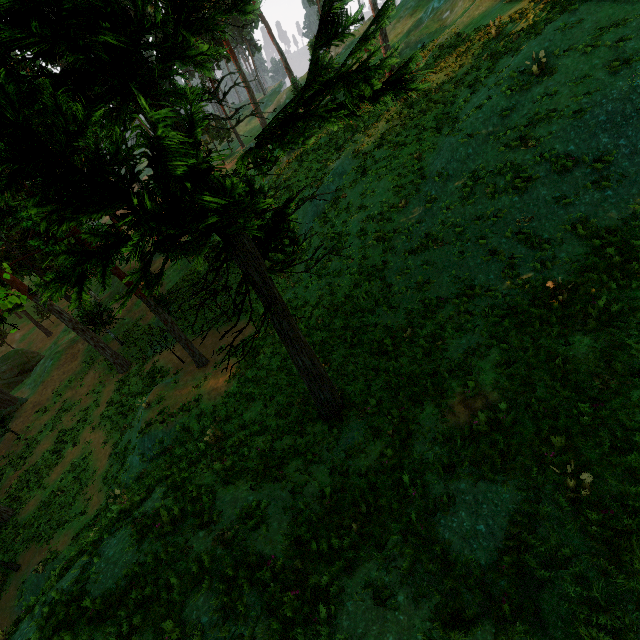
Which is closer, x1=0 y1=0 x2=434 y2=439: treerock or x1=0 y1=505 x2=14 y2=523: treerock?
x1=0 y1=0 x2=434 y2=439: treerock

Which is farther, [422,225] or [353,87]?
[422,225]

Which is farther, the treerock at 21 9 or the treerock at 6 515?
the treerock at 6 515

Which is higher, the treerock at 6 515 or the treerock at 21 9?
the treerock at 21 9

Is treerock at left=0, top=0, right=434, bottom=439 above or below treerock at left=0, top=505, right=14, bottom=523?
above
